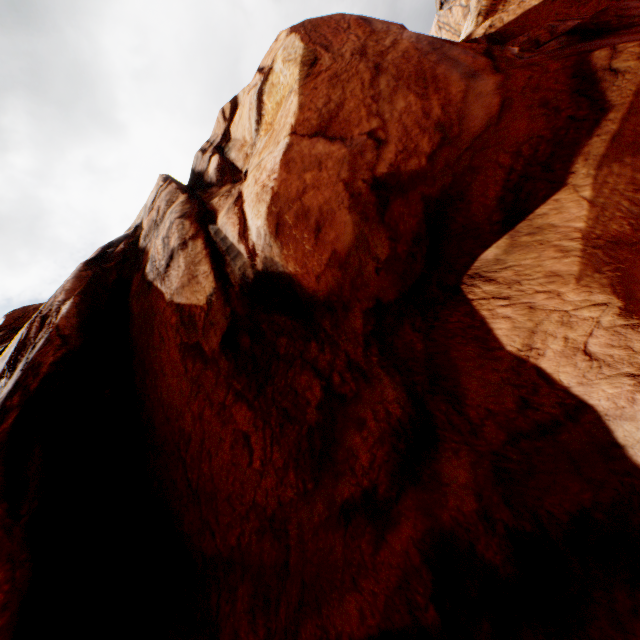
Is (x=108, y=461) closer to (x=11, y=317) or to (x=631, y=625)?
(x=631, y=625)
